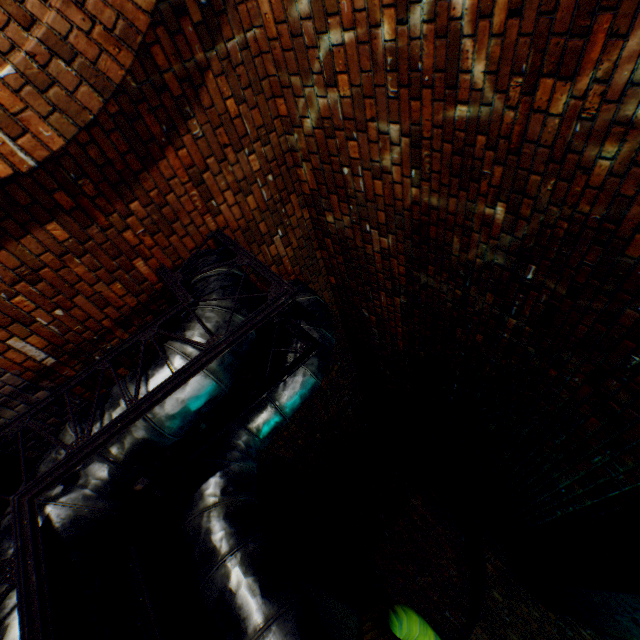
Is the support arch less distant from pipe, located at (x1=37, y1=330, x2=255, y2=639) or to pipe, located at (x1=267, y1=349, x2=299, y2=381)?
pipe, located at (x1=267, y1=349, x2=299, y2=381)

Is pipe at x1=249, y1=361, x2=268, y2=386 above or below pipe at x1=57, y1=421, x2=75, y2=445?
above

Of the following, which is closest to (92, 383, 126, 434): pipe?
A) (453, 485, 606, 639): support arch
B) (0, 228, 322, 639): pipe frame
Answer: (0, 228, 322, 639): pipe frame

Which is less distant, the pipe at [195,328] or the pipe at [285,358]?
the pipe at [195,328]

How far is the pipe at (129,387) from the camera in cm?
222

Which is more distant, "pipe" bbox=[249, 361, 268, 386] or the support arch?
the support arch

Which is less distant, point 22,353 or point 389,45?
point 389,45

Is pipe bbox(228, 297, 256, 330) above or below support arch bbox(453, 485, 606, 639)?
below
